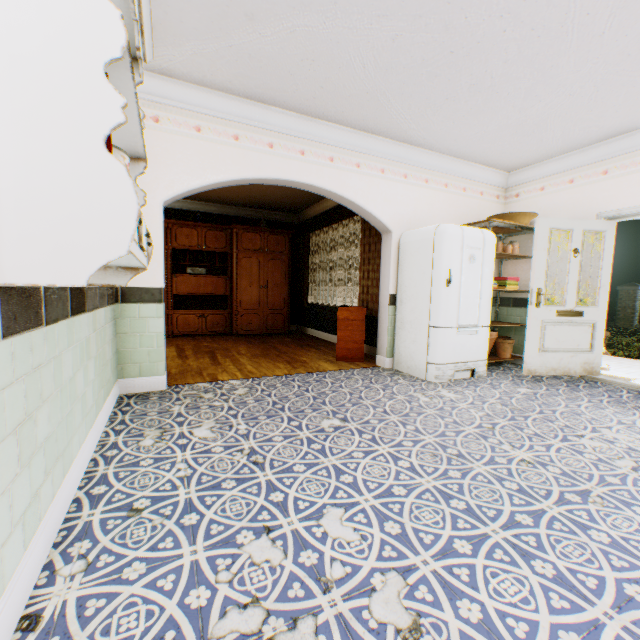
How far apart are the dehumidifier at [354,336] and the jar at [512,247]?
2.2 meters

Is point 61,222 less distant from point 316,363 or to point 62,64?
point 62,64

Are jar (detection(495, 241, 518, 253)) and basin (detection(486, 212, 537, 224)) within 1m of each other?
yes

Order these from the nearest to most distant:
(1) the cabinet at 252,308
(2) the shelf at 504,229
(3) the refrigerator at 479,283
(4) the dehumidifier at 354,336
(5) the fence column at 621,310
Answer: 1. (3) the refrigerator at 479,283
2. (2) the shelf at 504,229
3. (4) the dehumidifier at 354,336
4. (1) the cabinet at 252,308
5. (5) the fence column at 621,310

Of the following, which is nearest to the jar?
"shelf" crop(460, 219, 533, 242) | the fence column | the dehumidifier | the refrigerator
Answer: "shelf" crop(460, 219, 533, 242)

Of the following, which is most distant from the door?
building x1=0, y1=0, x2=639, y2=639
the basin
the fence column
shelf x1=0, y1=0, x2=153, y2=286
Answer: the fence column

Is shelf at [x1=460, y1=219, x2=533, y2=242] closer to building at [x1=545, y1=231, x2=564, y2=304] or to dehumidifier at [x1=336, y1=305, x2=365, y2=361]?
building at [x1=545, y1=231, x2=564, y2=304]

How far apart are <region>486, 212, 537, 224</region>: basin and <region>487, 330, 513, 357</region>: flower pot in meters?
1.8
